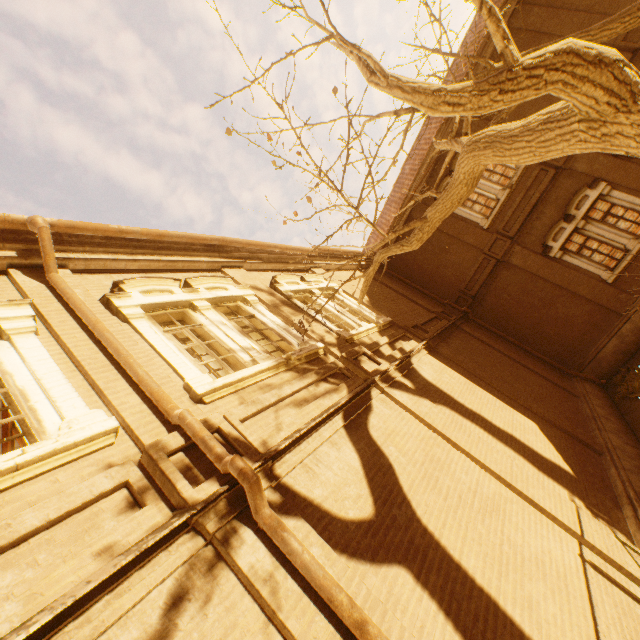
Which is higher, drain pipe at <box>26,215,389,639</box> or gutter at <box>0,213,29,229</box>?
gutter at <box>0,213,29,229</box>

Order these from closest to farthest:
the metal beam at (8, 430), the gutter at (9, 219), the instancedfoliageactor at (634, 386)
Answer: the gutter at (9, 219)
the metal beam at (8, 430)
the instancedfoliageactor at (634, 386)

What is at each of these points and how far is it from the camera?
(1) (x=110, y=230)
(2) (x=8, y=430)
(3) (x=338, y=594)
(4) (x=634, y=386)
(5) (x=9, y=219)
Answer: (1) gutter, 5.79m
(2) metal beam, 5.90m
(3) drain pipe, 2.59m
(4) instancedfoliageactor, 10.52m
(5) gutter, 4.65m

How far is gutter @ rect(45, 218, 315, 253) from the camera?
5.3 meters

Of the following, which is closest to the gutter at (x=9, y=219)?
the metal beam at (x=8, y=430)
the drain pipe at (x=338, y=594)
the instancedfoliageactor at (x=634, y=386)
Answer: the drain pipe at (x=338, y=594)

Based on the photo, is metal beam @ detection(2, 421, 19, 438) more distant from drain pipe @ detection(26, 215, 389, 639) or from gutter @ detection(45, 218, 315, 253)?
gutter @ detection(45, 218, 315, 253)

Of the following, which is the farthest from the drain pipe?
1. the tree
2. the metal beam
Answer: the tree

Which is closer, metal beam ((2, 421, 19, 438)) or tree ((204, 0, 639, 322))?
tree ((204, 0, 639, 322))
